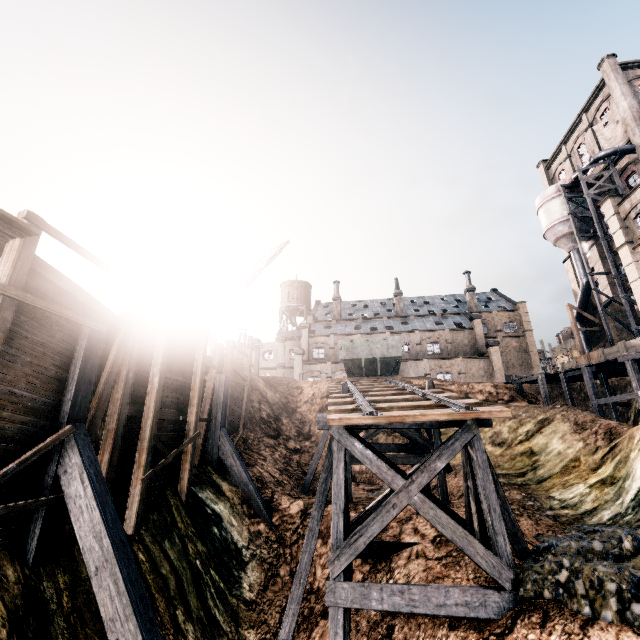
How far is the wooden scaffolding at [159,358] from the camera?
10.52m

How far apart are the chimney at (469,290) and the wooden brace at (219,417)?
48.9 meters

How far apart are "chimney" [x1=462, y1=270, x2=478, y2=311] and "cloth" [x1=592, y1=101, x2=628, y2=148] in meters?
24.2 m

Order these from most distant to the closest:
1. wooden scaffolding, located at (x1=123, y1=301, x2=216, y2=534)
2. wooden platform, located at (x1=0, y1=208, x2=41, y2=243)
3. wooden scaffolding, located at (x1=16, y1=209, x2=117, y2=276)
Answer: wooden scaffolding, located at (x1=123, y1=301, x2=216, y2=534)
wooden scaffolding, located at (x1=16, y1=209, x2=117, y2=276)
wooden platform, located at (x1=0, y1=208, x2=41, y2=243)

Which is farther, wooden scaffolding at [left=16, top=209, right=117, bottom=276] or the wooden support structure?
the wooden support structure

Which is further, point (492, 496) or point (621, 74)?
point (621, 74)

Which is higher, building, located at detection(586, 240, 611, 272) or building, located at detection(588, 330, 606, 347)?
building, located at detection(586, 240, 611, 272)

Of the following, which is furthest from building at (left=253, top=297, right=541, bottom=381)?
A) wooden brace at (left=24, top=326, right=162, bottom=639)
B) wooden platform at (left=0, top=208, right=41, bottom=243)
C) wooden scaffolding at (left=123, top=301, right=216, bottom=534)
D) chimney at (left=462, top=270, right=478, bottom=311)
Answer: wooden platform at (left=0, top=208, right=41, bottom=243)
